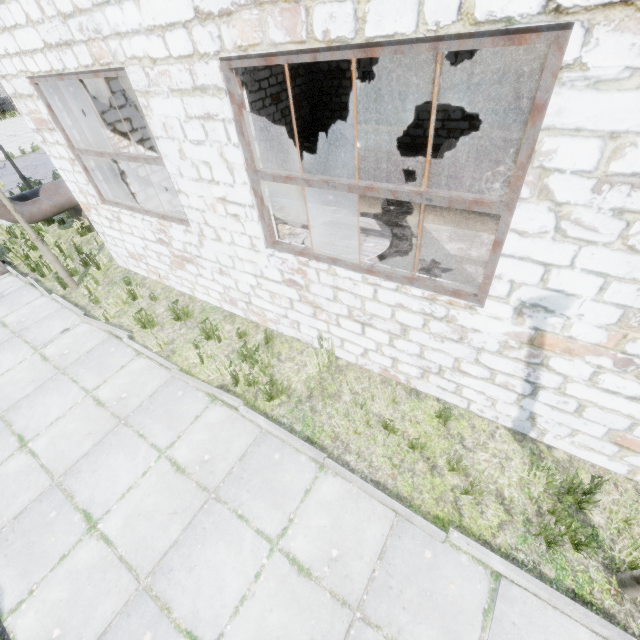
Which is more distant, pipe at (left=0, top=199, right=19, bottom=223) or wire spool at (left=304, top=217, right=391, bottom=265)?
pipe at (left=0, top=199, right=19, bottom=223)

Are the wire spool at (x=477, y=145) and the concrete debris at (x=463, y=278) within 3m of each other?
yes

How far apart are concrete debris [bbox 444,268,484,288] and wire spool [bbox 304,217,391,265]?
0.83m

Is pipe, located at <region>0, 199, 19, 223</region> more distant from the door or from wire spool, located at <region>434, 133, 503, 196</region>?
wire spool, located at <region>434, 133, 503, 196</region>

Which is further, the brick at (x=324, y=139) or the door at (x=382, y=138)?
the brick at (x=324, y=139)

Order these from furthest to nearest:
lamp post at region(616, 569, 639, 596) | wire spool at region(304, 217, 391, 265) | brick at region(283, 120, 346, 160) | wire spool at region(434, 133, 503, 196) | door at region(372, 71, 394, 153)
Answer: brick at region(283, 120, 346, 160) → door at region(372, 71, 394, 153) → wire spool at region(434, 133, 503, 196) → wire spool at region(304, 217, 391, 265) → lamp post at region(616, 569, 639, 596)

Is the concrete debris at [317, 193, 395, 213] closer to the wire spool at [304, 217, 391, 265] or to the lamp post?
the wire spool at [304, 217, 391, 265]

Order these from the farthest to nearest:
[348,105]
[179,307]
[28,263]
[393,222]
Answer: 1. [348,105]
2. [28,263]
3. [393,222]
4. [179,307]
